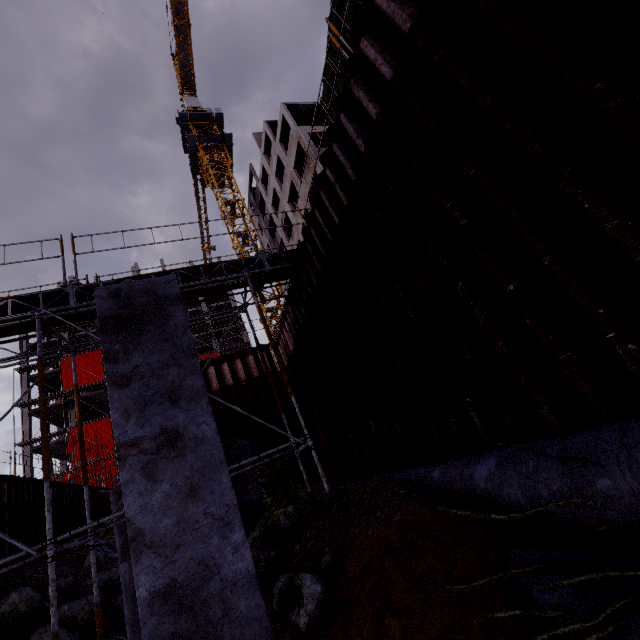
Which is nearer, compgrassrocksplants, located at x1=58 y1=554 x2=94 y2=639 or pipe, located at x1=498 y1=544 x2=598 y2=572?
pipe, located at x1=498 y1=544 x2=598 y2=572

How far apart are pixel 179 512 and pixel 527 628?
2.6m

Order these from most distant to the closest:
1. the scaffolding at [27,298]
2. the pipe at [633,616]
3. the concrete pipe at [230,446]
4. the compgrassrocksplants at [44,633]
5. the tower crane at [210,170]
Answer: the tower crane at [210,170] < the compgrassrocksplants at [44,633] < the concrete pipe at [230,446] < the scaffolding at [27,298] < the pipe at [633,616]

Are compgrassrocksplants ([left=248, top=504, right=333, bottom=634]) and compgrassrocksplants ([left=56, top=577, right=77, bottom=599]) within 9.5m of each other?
no

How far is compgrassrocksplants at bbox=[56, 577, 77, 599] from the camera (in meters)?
11.05

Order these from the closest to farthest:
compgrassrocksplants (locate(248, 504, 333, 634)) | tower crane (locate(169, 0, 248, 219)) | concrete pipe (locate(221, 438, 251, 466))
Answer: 1. compgrassrocksplants (locate(248, 504, 333, 634))
2. concrete pipe (locate(221, 438, 251, 466))
3. tower crane (locate(169, 0, 248, 219))

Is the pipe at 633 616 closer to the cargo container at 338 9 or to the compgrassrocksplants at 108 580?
the cargo container at 338 9

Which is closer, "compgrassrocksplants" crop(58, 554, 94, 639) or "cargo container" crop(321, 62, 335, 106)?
"cargo container" crop(321, 62, 335, 106)
